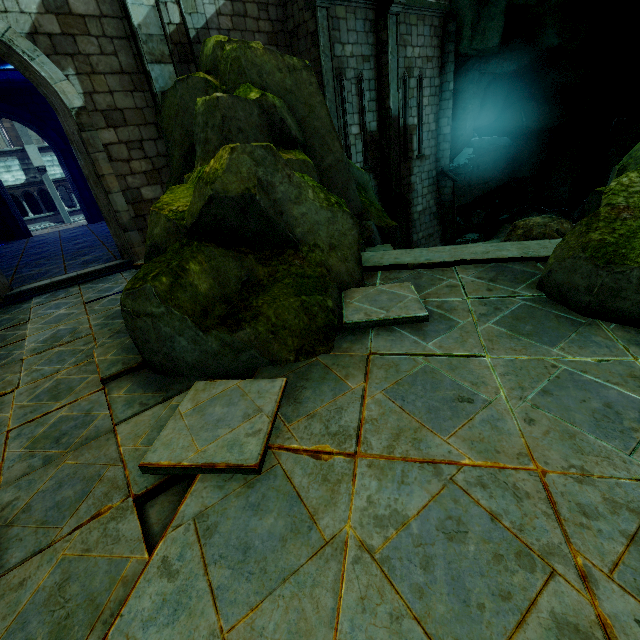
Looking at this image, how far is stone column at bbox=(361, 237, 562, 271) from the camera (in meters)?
5.18

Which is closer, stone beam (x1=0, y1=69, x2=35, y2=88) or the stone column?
the stone column

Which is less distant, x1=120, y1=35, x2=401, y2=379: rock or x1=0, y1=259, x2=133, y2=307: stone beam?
x1=120, y1=35, x2=401, y2=379: rock

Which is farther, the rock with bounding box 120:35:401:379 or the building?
the building

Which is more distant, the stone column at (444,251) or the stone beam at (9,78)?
the stone beam at (9,78)

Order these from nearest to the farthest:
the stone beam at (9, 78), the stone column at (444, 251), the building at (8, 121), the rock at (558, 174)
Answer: the rock at (558, 174), the stone column at (444, 251), the building at (8, 121), the stone beam at (9, 78)

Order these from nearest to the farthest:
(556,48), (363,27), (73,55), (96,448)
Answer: (96,448)
(73,55)
(363,27)
(556,48)

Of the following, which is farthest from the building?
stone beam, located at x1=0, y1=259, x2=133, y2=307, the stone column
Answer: the stone column
